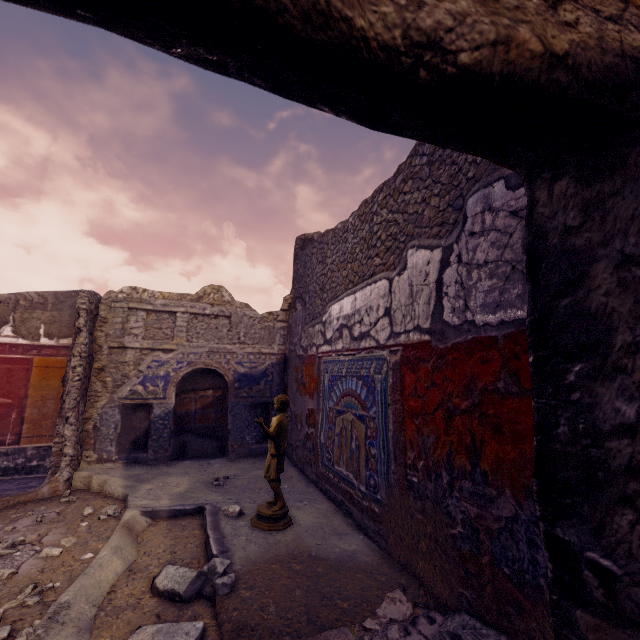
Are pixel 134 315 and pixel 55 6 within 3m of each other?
no

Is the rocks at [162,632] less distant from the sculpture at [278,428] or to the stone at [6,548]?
the sculpture at [278,428]

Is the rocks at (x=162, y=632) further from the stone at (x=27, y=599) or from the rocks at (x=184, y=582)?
the stone at (x=27, y=599)

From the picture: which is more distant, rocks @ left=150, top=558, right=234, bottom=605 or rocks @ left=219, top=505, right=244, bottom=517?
rocks @ left=219, top=505, right=244, bottom=517

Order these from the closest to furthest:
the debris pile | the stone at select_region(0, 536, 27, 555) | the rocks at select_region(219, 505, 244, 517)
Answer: the debris pile < the stone at select_region(0, 536, 27, 555) < the rocks at select_region(219, 505, 244, 517)

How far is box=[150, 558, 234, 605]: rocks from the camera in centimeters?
223cm

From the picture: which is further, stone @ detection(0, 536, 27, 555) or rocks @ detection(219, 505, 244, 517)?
rocks @ detection(219, 505, 244, 517)

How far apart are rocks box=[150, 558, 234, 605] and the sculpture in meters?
0.5
